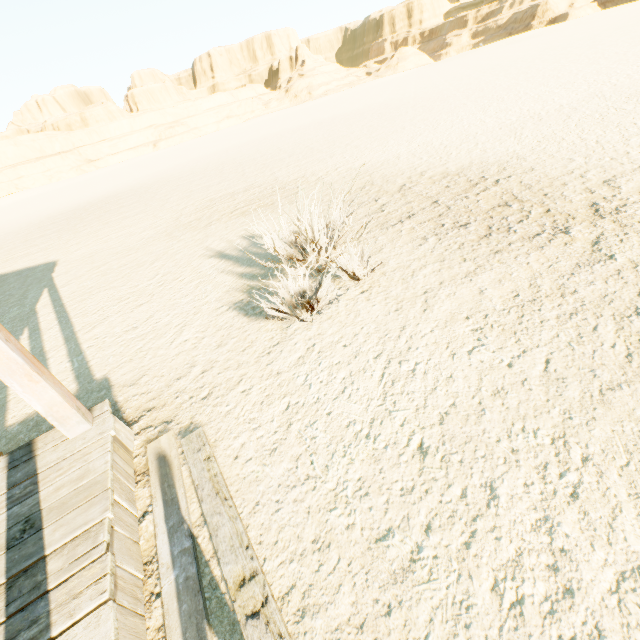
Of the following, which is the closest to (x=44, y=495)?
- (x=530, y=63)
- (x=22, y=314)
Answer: (x=22, y=314)
